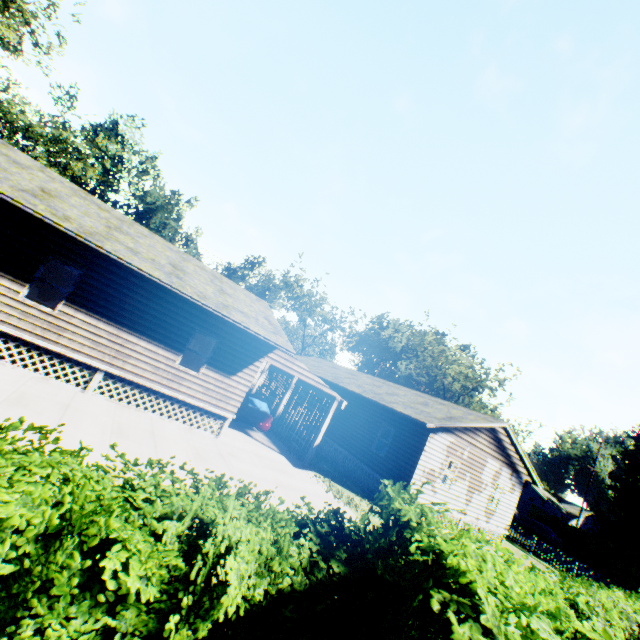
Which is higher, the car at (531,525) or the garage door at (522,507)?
the garage door at (522,507)

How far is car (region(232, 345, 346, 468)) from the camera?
14.46m

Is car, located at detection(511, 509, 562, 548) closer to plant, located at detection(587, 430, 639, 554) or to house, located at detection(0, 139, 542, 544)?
plant, located at detection(587, 430, 639, 554)

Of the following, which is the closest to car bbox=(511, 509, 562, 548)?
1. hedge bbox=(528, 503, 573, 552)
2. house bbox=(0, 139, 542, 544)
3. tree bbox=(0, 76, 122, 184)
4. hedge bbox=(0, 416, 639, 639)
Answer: hedge bbox=(528, 503, 573, 552)

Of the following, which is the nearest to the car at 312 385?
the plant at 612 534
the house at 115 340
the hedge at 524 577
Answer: the house at 115 340

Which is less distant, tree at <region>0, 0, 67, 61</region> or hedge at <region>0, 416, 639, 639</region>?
hedge at <region>0, 416, 639, 639</region>

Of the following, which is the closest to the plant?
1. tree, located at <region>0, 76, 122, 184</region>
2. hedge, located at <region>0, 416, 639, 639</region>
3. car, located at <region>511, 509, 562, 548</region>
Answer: car, located at <region>511, 509, 562, 548</region>

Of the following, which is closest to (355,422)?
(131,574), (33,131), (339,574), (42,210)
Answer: (339,574)
